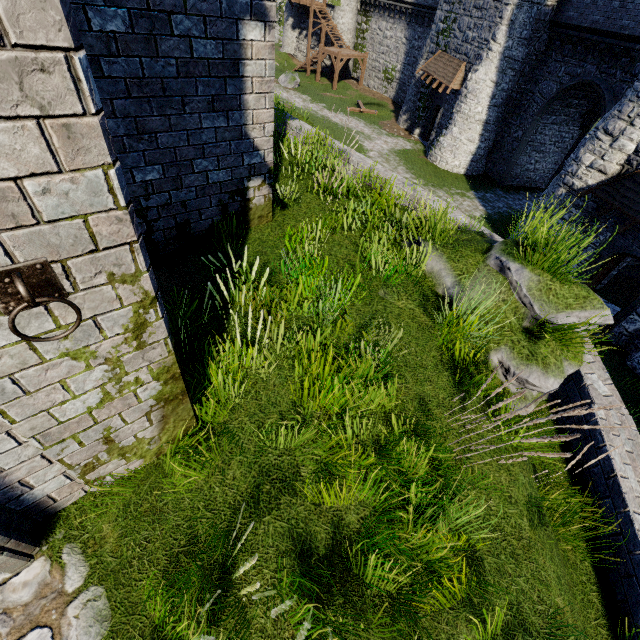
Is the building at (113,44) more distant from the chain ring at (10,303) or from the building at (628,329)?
the building at (628,329)

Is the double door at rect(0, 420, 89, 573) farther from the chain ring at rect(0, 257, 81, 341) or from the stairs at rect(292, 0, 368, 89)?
the stairs at rect(292, 0, 368, 89)

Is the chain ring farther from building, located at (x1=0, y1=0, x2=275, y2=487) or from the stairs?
the stairs

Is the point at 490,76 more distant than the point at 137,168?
Yes

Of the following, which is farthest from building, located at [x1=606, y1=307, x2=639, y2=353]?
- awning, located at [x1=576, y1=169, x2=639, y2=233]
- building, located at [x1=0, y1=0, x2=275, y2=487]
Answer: building, located at [x1=0, y1=0, x2=275, y2=487]

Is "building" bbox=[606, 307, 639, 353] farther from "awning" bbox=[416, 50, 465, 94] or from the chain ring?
the chain ring

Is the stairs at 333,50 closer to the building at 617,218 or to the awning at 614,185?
the building at 617,218
